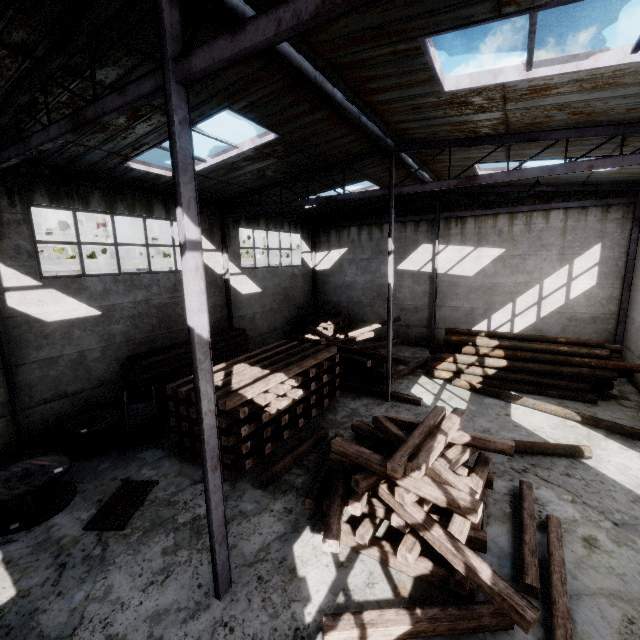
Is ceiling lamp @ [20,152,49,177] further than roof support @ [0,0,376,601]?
Yes

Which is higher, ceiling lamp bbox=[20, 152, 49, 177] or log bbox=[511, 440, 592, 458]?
ceiling lamp bbox=[20, 152, 49, 177]

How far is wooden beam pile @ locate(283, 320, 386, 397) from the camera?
12.53m

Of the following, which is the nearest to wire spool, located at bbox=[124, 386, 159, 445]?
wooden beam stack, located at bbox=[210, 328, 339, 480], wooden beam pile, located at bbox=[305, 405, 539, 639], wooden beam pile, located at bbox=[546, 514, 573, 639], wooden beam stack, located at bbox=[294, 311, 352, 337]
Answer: wooden beam stack, located at bbox=[210, 328, 339, 480]

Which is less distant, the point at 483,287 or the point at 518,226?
the point at 518,226

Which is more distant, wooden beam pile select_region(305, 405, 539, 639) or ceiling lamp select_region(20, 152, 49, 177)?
ceiling lamp select_region(20, 152, 49, 177)

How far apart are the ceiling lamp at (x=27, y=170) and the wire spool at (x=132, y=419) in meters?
5.7 m

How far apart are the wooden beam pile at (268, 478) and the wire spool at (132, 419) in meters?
3.6
